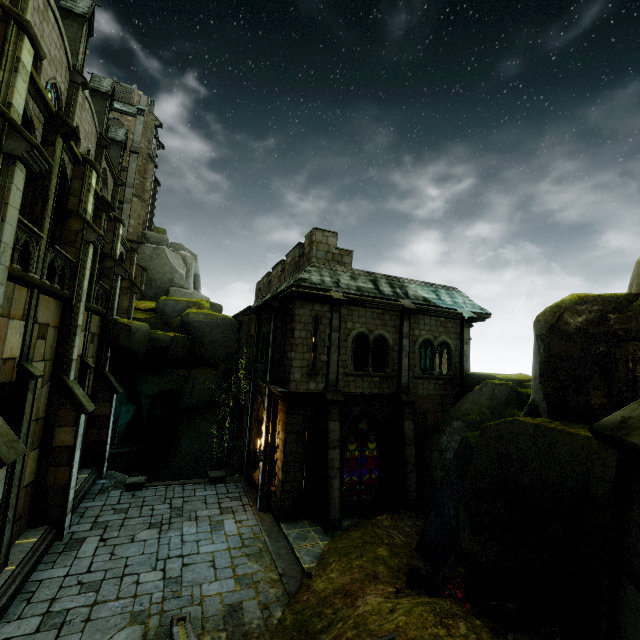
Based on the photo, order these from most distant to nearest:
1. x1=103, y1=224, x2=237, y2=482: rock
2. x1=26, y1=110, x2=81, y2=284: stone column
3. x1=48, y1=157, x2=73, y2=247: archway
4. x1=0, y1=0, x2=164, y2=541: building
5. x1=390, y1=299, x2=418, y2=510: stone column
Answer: x1=103, y1=224, x2=237, y2=482: rock → x1=390, y1=299, x2=418, y2=510: stone column → x1=48, y1=157, x2=73, y2=247: archway → x1=26, y1=110, x2=81, y2=284: stone column → x1=0, y1=0, x2=164, y2=541: building

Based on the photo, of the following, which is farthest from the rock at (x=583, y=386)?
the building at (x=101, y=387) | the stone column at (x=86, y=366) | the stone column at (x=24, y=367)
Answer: the stone column at (x=86, y=366)

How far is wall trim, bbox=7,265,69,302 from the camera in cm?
823

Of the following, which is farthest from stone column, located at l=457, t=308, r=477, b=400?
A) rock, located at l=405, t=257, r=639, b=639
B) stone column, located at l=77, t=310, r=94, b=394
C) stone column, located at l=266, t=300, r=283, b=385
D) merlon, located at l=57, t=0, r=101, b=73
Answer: merlon, located at l=57, t=0, r=101, b=73

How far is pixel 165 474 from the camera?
21.19m

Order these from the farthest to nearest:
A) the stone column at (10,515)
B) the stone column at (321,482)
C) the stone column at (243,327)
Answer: the stone column at (243,327), the stone column at (321,482), the stone column at (10,515)

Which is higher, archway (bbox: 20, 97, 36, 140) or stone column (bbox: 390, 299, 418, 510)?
archway (bbox: 20, 97, 36, 140)

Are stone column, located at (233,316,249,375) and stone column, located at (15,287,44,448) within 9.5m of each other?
no
